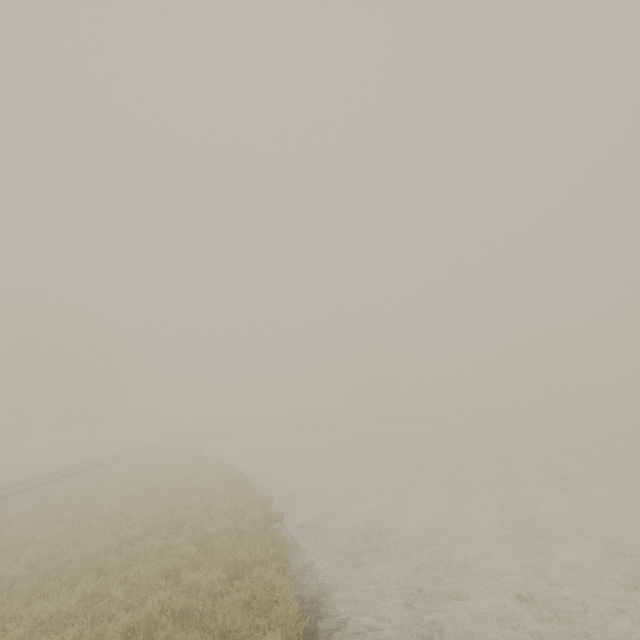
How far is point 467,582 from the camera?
8.22m
